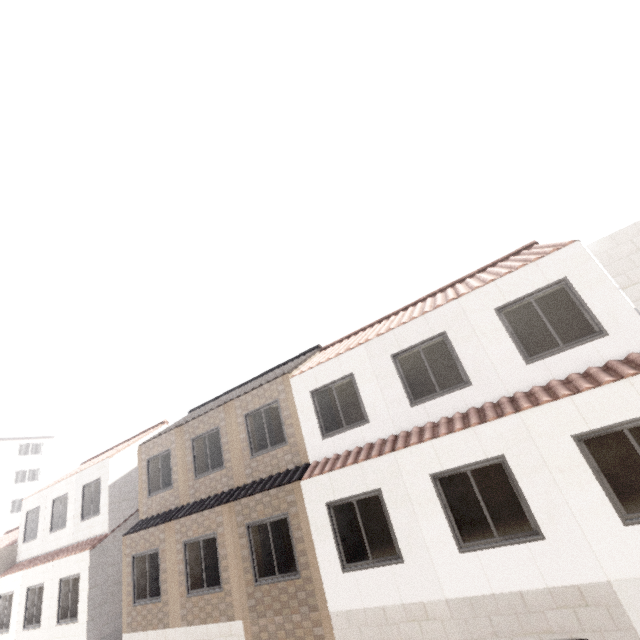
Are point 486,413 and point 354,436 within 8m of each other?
yes
